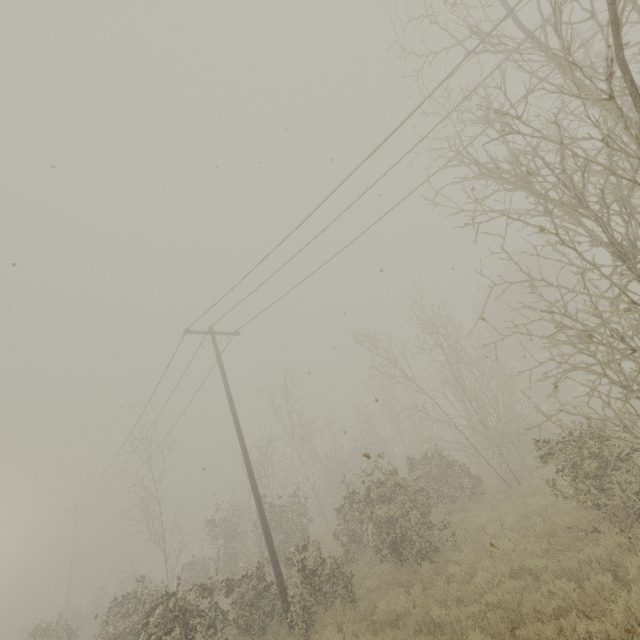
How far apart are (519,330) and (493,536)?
9.3m
